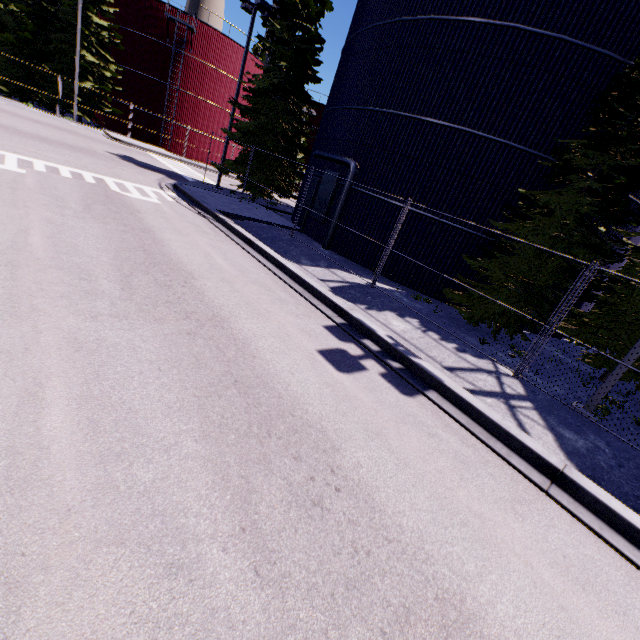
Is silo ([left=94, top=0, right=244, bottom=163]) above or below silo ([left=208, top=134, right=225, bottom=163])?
above

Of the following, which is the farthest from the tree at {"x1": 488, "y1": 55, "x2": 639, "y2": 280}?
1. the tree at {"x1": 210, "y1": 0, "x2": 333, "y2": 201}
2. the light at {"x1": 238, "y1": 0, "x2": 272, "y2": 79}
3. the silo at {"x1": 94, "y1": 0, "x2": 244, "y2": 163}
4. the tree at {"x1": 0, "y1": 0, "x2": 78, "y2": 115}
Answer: the tree at {"x1": 0, "y1": 0, "x2": 78, "y2": 115}

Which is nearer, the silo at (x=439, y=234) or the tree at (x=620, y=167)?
the tree at (x=620, y=167)

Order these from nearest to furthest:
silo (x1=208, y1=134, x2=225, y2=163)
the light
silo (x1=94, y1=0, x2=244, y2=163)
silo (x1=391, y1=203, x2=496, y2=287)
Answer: silo (x1=391, y1=203, x2=496, y2=287), the light, silo (x1=94, y1=0, x2=244, y2=163), silo (x1=208, y1=134, x2=225, y2=163)

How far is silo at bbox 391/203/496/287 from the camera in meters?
12.5 m

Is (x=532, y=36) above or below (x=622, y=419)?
above

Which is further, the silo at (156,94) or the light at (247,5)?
the silo at (156,94)
